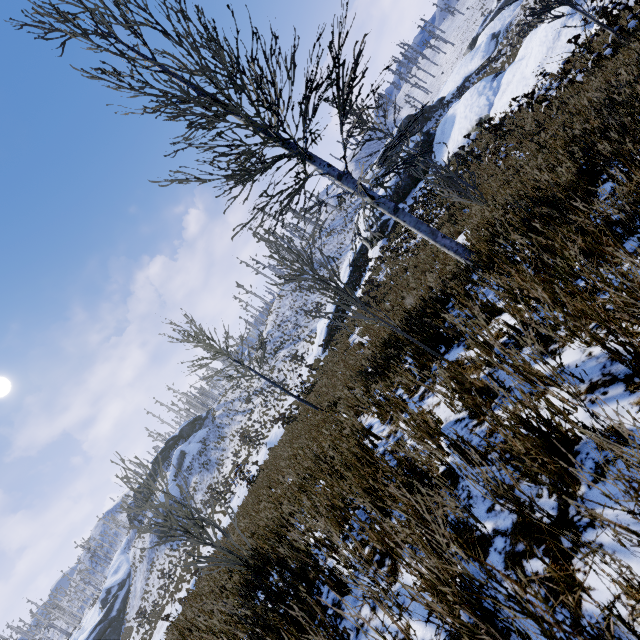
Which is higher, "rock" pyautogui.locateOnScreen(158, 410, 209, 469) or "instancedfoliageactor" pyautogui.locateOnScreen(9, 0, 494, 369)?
"rock" pyautogui.locateOnScreen(158, 410, 209, 469)

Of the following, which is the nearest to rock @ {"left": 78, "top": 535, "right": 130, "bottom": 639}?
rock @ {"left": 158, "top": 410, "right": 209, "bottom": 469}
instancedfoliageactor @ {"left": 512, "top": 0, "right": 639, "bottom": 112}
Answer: rock @ {"left": 158, "top": 410, "right": 209, "bottom": 469}

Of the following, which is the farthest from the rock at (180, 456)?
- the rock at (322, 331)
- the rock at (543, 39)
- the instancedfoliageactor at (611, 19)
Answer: the instancedfoliageactor at (611, 19)

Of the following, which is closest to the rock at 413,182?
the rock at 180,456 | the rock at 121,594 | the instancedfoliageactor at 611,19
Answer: the instancedfoliageactor at 611,19

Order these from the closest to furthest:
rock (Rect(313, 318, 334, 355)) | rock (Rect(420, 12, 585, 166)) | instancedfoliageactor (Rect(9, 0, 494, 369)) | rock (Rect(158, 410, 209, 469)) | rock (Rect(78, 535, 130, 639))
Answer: instancedfoliageactor (Rect(9, 0, 494, 369)) → rock (Rect(420, 12, 585, 166)) → rock (Rect(313, 318, 334, 355)) → rock (Rect(78, 535, 130, 639)) → rock (Rect(158, 410, 209, 469))

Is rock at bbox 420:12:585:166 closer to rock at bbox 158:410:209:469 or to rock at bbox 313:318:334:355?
rock at bbox 313:318:334:355

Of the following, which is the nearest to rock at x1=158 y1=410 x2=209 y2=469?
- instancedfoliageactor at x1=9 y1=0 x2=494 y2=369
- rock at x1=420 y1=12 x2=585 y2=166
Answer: rock at x1=420 y1=12 x2=585 y2=166

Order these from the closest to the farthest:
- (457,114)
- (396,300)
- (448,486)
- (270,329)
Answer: (448,486) < (396,300) < (457,114) < (270,329)
